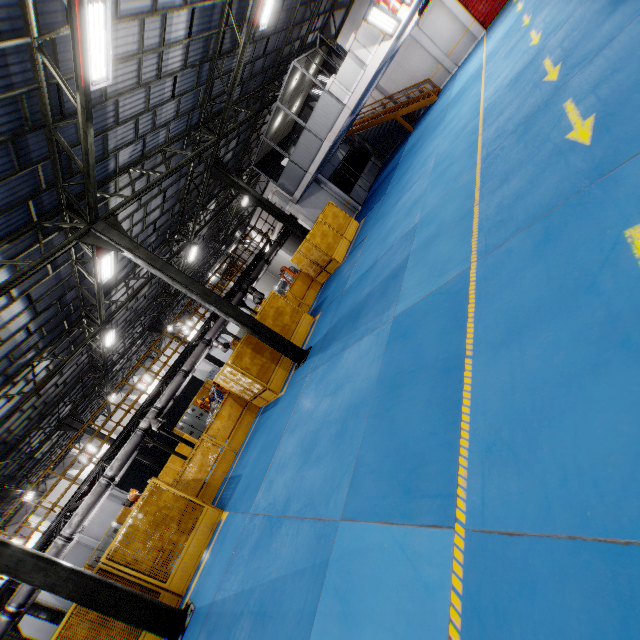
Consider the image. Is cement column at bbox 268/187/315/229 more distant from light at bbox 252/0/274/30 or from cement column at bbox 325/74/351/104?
light at bbox 252/0/274/30

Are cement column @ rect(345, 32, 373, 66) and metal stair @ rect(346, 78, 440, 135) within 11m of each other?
yes

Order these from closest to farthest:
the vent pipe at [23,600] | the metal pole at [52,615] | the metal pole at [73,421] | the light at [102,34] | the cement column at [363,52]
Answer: the light at [102,34] → the vent pipe at [23,600] → the cement column at [363,52] → the metal pole at [52,615] → the metal pole at [73,421]

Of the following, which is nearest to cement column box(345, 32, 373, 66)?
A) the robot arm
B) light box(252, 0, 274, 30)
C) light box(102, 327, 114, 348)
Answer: light box(252, 0, 274, 30)

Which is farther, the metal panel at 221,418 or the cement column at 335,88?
the cement column at 335,88

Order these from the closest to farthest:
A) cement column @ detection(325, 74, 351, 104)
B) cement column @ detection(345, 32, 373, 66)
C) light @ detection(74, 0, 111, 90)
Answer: light @ detection(74, 0, 111, 90), cement column @ detection(345, 32, 373, 66), cement column @ detection(325, 74, 351, 104)

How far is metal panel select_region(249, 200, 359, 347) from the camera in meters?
13.4

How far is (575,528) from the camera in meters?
2.2 m
